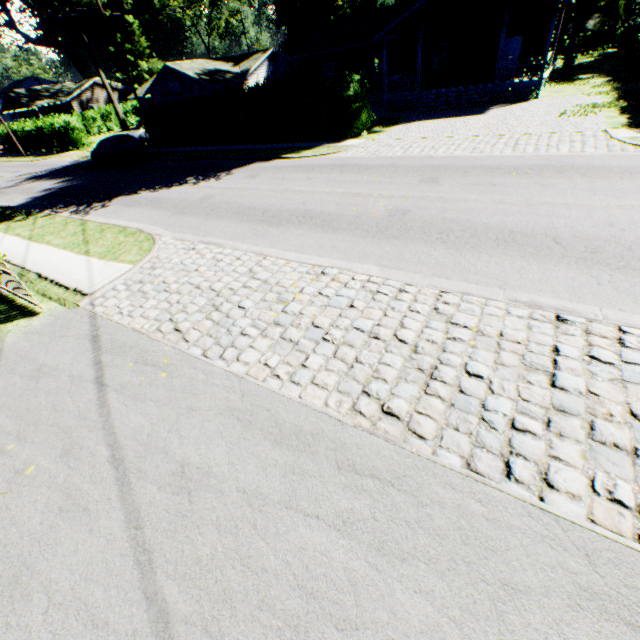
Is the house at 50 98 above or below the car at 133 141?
above

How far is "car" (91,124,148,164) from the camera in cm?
2166

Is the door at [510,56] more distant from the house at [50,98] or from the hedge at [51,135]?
the house at [50,98]

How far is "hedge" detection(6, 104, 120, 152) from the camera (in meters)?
32.03

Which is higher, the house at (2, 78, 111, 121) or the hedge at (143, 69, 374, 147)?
the house at (2, 78, 111, 121)

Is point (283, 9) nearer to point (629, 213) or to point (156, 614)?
point (629, 213)

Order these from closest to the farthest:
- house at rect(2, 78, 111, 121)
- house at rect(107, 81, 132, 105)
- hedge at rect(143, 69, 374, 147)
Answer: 1. hedge at rect(143, 69, 374, 147)
2. house at rect(2, 78, 111, 121)
3. house at rect(107, 81, 132, 105)

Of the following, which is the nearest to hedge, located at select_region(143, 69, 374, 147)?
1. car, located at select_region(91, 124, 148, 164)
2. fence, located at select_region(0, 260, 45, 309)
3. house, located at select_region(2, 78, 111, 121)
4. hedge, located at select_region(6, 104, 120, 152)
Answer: car, located at select_region(91, 124, 148, 164)
